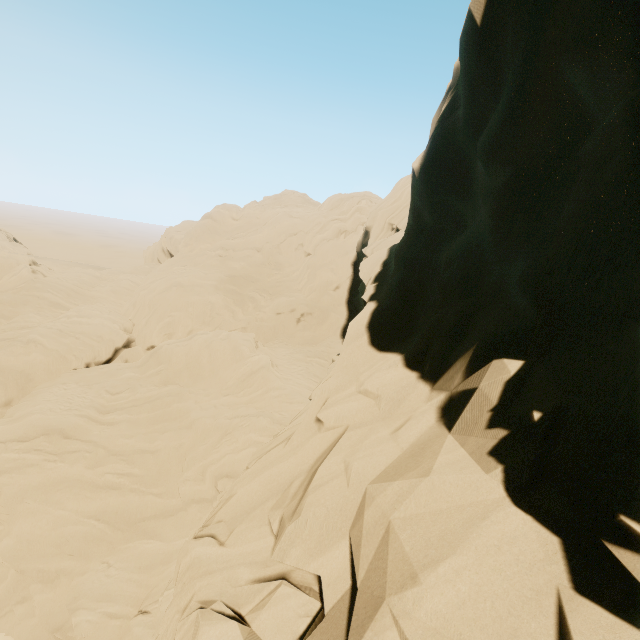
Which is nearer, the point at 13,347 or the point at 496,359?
the point at 496,359
